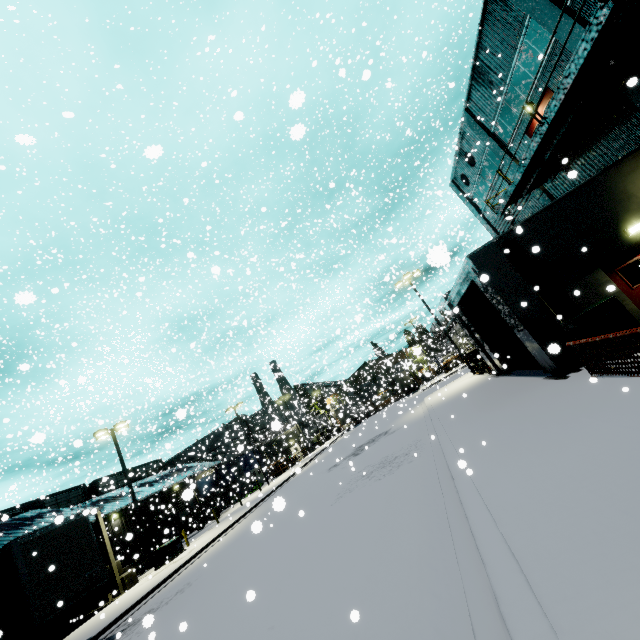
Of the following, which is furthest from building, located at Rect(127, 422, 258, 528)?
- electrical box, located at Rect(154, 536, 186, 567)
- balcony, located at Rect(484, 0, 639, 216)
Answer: electrical box, located at Rect(154, 536, 186, 567)

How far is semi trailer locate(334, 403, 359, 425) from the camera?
35.2 meters

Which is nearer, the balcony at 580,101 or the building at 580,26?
the balcony at 580,101

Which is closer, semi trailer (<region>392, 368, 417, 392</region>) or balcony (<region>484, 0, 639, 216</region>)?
balcony (<region>484, 0, 639, 216</region>)

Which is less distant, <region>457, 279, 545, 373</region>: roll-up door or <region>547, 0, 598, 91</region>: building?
<region>547, 0, 598, 91</region>: building

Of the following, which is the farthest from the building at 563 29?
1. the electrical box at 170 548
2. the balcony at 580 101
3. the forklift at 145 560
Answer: the electrical box at 170 548

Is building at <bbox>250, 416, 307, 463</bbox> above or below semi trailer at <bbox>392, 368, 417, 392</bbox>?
above

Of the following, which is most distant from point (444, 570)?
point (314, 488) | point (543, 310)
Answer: point (314, 488)
